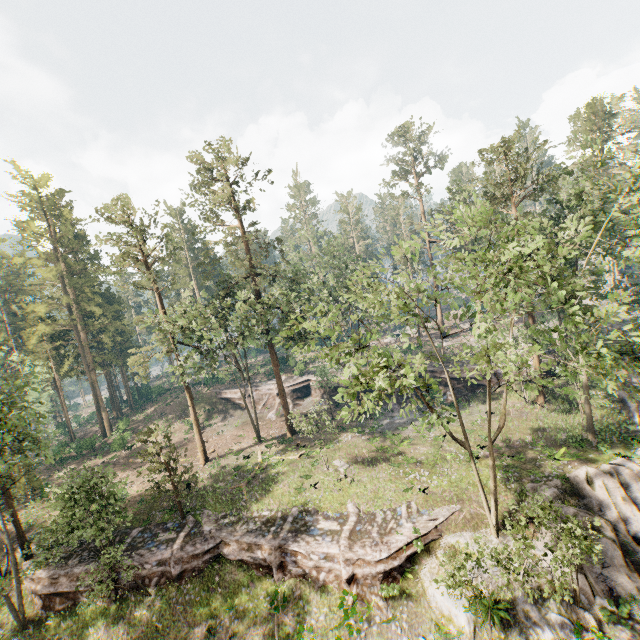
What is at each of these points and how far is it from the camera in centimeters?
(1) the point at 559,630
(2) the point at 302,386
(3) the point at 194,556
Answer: (1) rock, 1606cm
(2) ground embankment, 4681cm
(3) ground embankment, 2266cm

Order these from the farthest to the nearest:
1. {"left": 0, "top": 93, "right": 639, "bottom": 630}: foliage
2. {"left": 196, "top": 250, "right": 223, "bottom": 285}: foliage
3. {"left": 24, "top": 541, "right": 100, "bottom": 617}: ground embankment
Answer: {"left": 196, "top": 250, "right": 223, "bottom": 285}: foliage → {"left": 24, "top": 541, "right": 100, "bottom": 617}: ground embankment → {"left": 0, "top": 93, "right": 639, "bottom": 630}: foliage

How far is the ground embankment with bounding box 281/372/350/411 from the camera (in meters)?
43.97

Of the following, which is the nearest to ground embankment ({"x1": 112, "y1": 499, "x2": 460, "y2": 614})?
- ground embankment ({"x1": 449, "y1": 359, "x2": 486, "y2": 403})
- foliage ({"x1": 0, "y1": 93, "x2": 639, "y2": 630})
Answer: foliage ({"x1": 0, "y1": 93, "x2": 639, "y2": 630})

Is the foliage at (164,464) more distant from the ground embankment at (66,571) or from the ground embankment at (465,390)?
the ground embankment at (465,390)

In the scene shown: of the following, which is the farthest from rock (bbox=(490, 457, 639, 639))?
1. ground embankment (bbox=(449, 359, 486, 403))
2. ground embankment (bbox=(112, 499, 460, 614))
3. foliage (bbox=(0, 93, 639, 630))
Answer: ground embankment (bbox=(449, 359, 486, 403))

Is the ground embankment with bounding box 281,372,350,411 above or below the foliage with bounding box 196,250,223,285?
below

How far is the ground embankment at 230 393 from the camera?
48.5m
